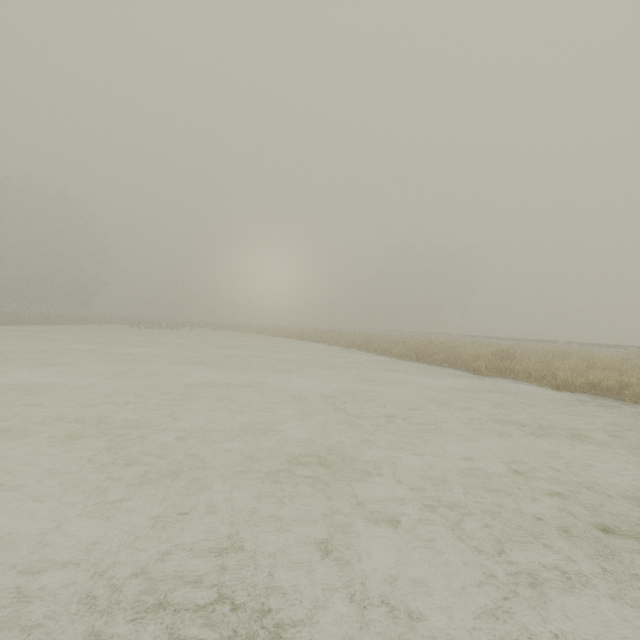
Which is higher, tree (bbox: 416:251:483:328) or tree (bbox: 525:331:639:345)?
tree (bbox: 416:251:483:328)

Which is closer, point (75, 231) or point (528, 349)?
point (528, 349)

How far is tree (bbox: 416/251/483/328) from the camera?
57.0m

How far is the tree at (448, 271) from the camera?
57.03m

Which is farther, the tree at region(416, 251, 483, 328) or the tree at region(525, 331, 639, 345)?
the tree at region(416, 251, 483, 328)

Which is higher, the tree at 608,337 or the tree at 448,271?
the tree at 448,271
